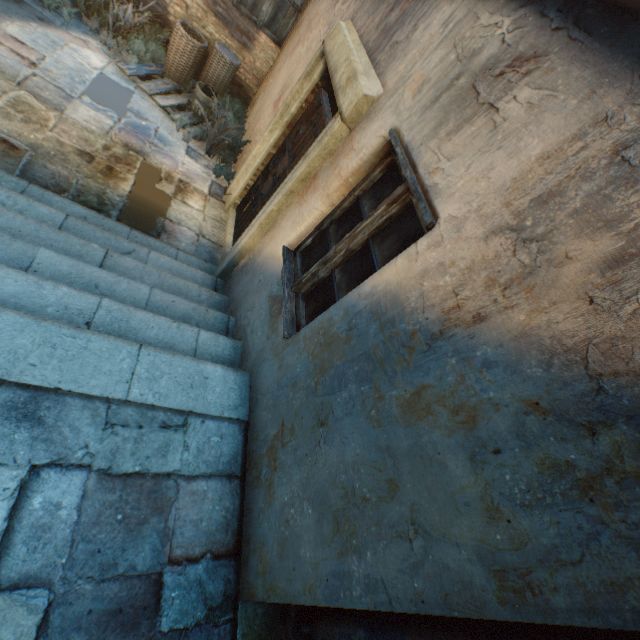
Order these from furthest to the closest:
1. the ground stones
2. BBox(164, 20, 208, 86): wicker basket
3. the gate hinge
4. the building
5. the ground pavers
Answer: BBox(164, 20, 208, 86): wicker basket → the ground pavers → the ground stones → the gate hinge → the building

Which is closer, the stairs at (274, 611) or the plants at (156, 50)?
the stairs at (274, 611)

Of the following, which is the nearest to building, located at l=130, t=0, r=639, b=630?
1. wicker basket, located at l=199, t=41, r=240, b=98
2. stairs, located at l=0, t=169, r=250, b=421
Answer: stairs, located at l=0, t=169, r=250, b=421

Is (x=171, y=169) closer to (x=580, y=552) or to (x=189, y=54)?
(x=189, y=54)

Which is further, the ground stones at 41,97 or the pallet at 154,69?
the pallet at 154,69

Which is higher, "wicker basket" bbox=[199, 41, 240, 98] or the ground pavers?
"wicker basket" bbox=[199, 41, 240, 98]

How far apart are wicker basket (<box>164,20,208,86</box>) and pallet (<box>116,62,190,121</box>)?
0.02m

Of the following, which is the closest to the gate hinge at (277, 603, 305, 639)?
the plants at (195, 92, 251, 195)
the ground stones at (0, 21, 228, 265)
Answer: the ground stones at (0, 21, 228, 265)
